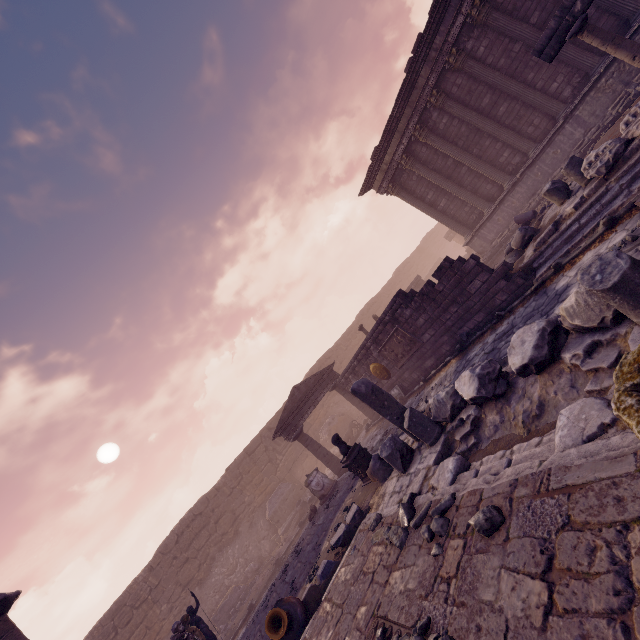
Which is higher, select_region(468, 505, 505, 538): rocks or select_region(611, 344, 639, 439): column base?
select_region(611, 344, 639, 439): column base

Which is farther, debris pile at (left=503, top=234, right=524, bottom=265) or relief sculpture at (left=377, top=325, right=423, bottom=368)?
relief sculpture at (left=377, top=325, right=423, bottom=368)

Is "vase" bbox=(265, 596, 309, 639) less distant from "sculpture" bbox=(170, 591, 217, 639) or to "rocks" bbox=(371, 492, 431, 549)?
"rocks" bbox=(371, 492, 431, 549)

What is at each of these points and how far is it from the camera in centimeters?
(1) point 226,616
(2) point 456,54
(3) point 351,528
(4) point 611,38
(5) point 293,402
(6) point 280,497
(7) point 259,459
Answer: (1) building debris, 1435cm
(2) building, 1254cm
(3) debris pile, 672cm
(4) column, 725cm
(5) pediment, 1538cm
(6) building debris, 1816cm
(7) wall arch, 2088cm

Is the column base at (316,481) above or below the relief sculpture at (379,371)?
below

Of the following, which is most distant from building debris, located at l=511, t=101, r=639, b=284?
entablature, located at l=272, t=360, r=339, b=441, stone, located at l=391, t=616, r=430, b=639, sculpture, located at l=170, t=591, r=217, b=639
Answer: sculpture, located at l=170, t=591, r=217, b=639

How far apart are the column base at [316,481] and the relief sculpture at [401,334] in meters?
5.1

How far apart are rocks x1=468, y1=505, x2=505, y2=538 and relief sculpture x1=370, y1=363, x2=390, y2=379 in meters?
10.1 m
